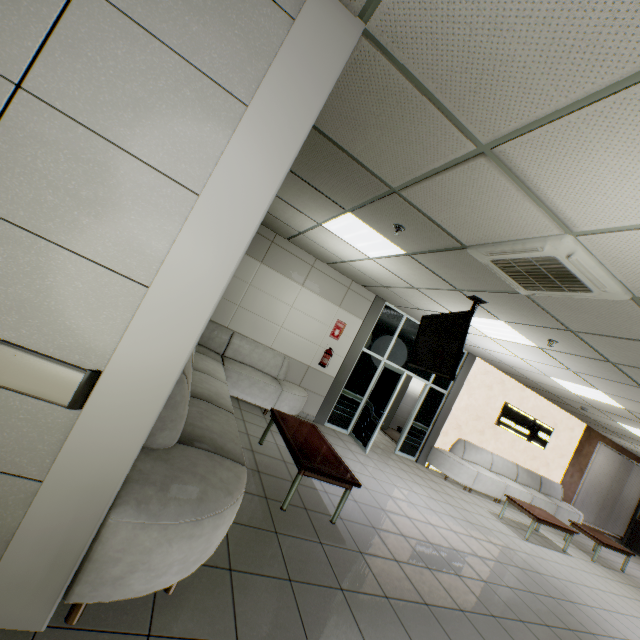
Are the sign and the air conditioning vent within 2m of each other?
no

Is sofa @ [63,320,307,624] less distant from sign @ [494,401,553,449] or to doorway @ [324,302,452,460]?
doorway @ [324,302,452,460]

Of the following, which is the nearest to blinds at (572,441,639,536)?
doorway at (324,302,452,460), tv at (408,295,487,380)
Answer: doorway at (324,302,452,460)

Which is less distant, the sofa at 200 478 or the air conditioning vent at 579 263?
the sofa at 200 478

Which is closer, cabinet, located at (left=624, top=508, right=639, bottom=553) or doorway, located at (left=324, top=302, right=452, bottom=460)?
doorway, located at (left=324, top=302, right=452, bottom=460)

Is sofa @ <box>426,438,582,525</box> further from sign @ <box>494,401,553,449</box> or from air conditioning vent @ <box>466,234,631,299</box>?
air conditioning vent @ <box>466,234,631,299</box>

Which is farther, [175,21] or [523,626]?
[523,626]

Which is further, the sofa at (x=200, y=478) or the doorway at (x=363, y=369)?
the doorway at (x=363, y=369)
